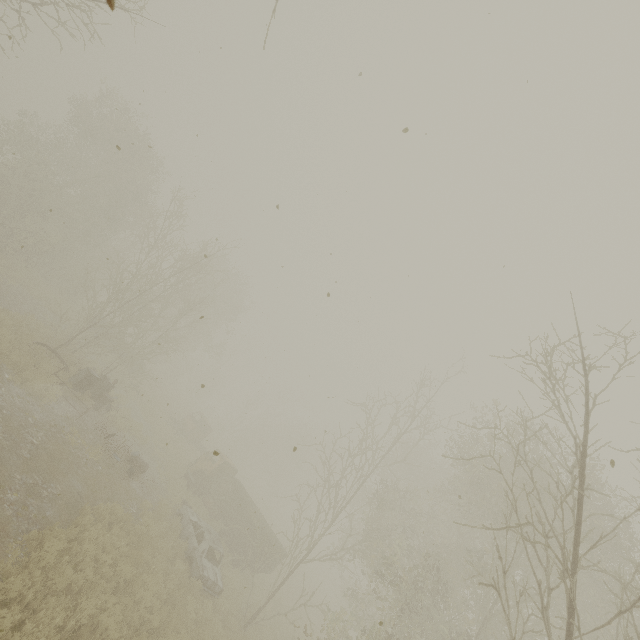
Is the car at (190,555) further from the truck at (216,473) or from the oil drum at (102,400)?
the oil drum at (102,400)

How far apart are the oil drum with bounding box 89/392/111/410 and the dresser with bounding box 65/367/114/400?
1.0 meters

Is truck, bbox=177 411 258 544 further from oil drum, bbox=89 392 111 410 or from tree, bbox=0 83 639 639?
oil drum, bbox=89 392 111 410

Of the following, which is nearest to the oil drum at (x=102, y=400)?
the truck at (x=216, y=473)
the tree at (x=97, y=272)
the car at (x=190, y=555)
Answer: the car at (x=190, y=555)

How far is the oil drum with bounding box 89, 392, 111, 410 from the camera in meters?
16.5 m

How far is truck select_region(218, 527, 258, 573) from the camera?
18.0m

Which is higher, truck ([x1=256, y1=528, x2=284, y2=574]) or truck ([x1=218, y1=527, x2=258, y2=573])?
truck ([x1=256, y1=528, x2=284, y2=574])

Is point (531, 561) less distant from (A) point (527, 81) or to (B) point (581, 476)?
(B) point (581, 476)
